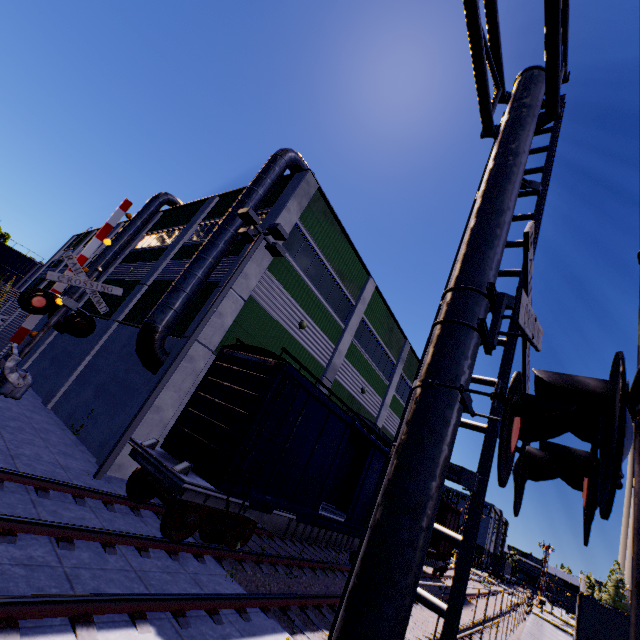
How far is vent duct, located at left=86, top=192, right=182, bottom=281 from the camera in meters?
21.9

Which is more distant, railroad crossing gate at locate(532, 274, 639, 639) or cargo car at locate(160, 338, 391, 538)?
cargo car at locate(160, 338, 391, 538)

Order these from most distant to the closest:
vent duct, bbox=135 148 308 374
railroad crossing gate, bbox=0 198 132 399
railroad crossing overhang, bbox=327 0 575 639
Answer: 1. vent duct, bbox=135 148 308 374
2. railroad crossing gate, bbox=0 198 132 399
3. railroad crossing overhang, bbox=327 0 575 639

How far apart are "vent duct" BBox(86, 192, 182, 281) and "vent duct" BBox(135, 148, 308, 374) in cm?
1226

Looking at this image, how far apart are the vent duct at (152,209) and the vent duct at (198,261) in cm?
1226

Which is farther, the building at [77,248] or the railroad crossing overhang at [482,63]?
the building at [77,248]

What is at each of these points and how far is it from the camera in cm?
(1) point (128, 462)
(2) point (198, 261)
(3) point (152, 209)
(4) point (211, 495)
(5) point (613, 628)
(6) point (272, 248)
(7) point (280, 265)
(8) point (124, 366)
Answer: (1) building, 1047
(2) vent duct, 1291
(3) vent duct, 2400
(4) flatcar, 727
(5) semi trailer, 1994
(6) light, 1345
(7) building, 1518
(8) building, 1392

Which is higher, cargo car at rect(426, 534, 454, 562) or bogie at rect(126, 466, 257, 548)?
cargo car at rect(426, 534, 454, 562)
